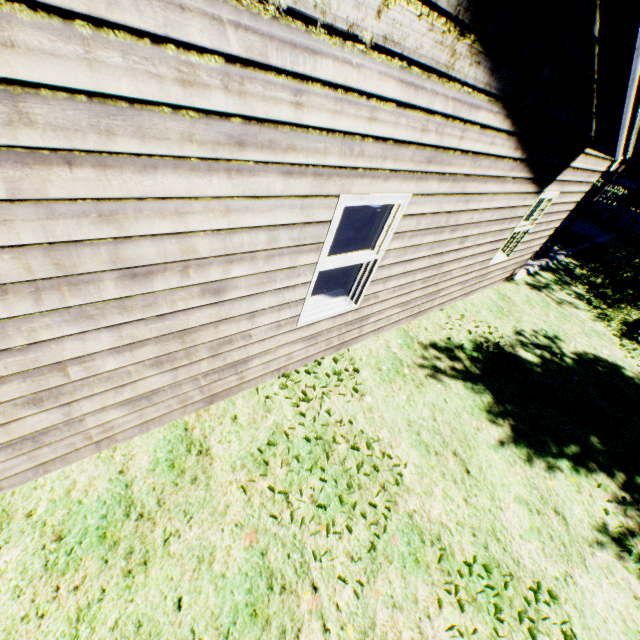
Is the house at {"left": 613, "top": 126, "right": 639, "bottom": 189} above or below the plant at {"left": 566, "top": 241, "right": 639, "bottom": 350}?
A: above

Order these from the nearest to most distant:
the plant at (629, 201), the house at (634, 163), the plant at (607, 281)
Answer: the plant at (607, 281)
the plant at (629, 201)
the house at (634, 163)

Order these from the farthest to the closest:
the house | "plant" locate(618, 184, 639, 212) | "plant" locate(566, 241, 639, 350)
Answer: the house → "plant" locate(618, 184, 639, 212) → "plant" locate(566, 241, 639, 350)

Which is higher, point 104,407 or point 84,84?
point 84,84

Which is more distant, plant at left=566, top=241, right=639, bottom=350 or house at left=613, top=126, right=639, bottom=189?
house at left=613, top=126, right=639, bottom=189

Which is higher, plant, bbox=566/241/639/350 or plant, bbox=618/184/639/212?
plant, bbox=618/184/639/212

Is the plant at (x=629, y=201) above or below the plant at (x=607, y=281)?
above
